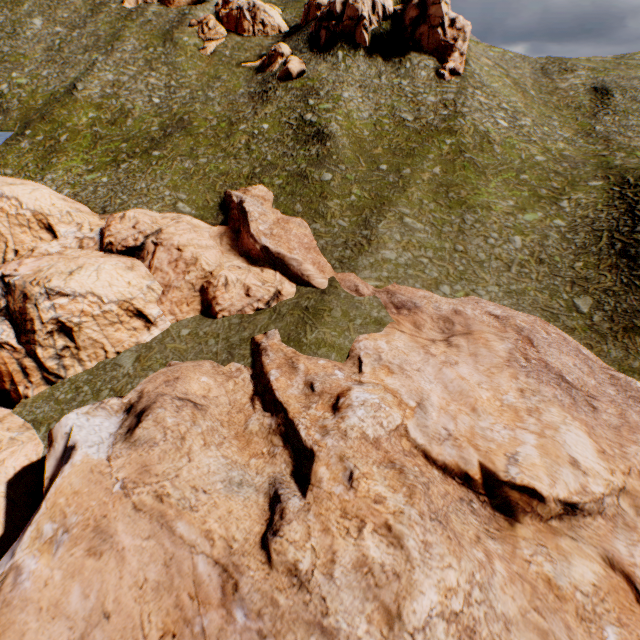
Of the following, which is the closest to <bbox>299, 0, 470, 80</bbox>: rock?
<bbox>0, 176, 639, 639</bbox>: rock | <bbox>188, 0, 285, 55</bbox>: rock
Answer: <bbox>188, 0, 285, 55</bbox>: rock

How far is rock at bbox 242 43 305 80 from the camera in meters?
46.1 m

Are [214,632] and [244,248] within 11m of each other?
no

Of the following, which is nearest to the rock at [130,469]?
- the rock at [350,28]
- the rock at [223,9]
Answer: the rock at [350,28]

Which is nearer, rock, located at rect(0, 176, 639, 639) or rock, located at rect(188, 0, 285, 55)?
rock, located at rect(0, 176, 639, 639)

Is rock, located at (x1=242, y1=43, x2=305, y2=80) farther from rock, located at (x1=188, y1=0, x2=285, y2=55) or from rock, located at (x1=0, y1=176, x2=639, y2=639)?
rock, located at (x1=0, y1=176, x2=639, y2=639)

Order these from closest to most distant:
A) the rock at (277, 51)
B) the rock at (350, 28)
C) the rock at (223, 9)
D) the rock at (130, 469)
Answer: the rock at (130, 469)
the rock at (350, 28)
the rock at (277, 51)
the rock at (223, 9)

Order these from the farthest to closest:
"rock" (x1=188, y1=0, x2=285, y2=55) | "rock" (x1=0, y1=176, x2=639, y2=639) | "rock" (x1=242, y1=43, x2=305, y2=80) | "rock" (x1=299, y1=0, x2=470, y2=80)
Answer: "rock" (x1=188, y1=0, x2=285, y2=55) → "rock" (x1=242, y1=43, x2=305, y2=80) → "rock" (x1=299, y1=0, x2=470, y2=80) → "rock" (x1=0, y1=176, x2=639, y2=639)
